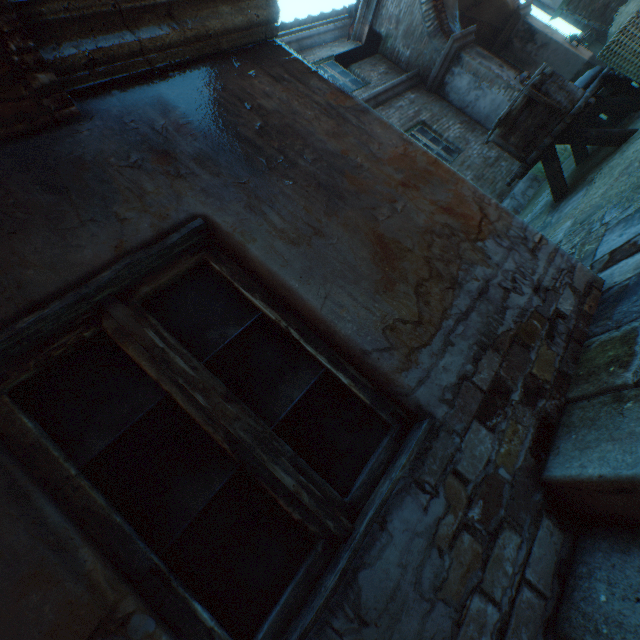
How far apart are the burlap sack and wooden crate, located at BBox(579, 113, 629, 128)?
0.07m

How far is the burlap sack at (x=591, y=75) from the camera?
4.6 meters

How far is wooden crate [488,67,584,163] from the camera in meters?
3.8

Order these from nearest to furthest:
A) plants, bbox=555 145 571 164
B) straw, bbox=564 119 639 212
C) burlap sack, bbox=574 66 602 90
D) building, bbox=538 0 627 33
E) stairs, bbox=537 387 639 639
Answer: stairs, bbox=537 387 639 639
straw, bbox=564 119 639 212
burlap sack, bbox=574 66 602 90
plants, bbox=555 145 571 164
building, bbox=538 0 627 33

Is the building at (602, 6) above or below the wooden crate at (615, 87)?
above

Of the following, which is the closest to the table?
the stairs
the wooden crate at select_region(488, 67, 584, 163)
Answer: the wooden crate at select_region(488, 67, 584, 163)

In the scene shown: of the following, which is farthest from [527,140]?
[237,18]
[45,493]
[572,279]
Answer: [45,493]

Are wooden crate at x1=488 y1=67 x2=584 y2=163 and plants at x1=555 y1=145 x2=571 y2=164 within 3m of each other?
no
